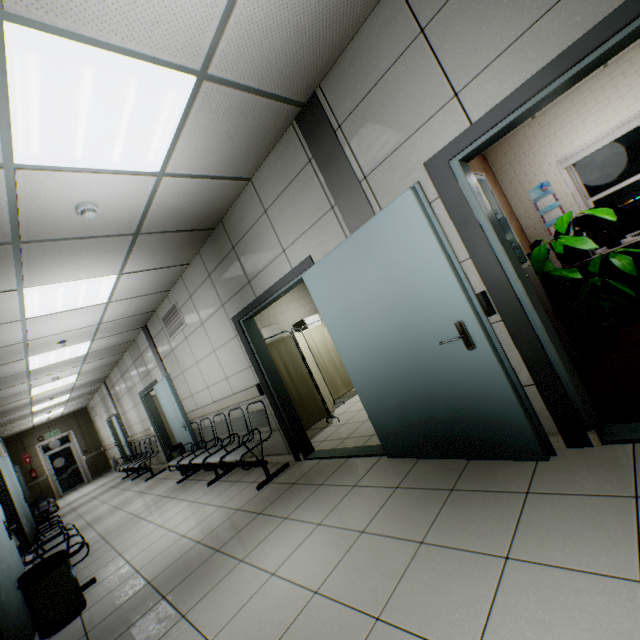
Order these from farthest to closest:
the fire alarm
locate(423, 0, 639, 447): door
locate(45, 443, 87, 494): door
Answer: locate(45, 443, 87, 494): door → the fire alarm → locate(423, 0, 639, 447): door

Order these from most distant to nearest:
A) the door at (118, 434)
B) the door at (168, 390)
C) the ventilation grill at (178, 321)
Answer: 1. the door at (118, 434)
2. the door at (168, 390)
3. the ventilation grill at (178, 321)

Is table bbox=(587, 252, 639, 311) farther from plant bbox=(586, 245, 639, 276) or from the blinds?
the blinds

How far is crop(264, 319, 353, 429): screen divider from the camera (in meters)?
5.27

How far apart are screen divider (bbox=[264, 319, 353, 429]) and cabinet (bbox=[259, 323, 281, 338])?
1.76m

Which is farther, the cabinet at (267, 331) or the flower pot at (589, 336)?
the cabinet at (267, 331)

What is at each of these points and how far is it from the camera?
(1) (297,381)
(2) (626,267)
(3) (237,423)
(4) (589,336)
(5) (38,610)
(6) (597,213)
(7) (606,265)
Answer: (1) screen divider, 5.4 meters
(2) plant, 3.1 meters
(3) chair, 5.2 meters
(4) flower pot, 3.5 meters
(5) garbage can, 2.9 meters
(6) plant, 3.3 meters
(7) table, 3.8 meters

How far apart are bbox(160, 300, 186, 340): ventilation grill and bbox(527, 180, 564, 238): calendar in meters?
6.8 m
